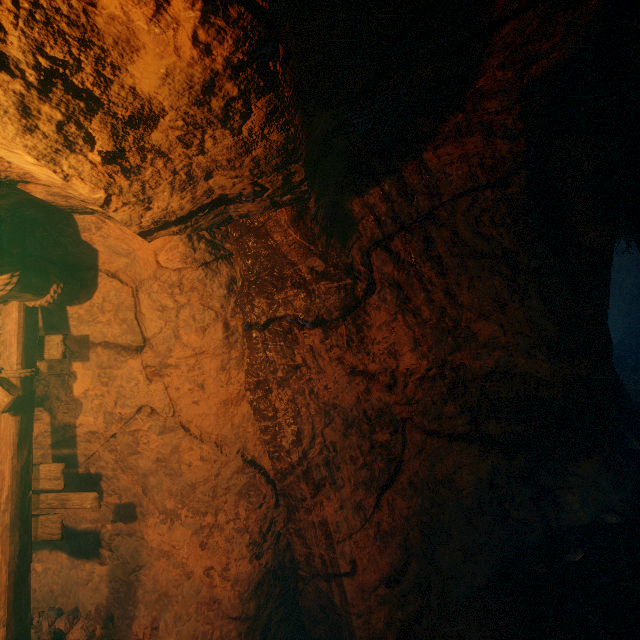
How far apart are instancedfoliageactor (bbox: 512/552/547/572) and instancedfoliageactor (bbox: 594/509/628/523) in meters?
0.9

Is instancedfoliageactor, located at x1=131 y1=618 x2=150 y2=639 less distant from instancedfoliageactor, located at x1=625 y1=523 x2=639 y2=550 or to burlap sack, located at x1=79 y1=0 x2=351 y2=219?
burlap sack, located at x1=79 y1=0 x2=351 y2=219

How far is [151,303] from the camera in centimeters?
342cm

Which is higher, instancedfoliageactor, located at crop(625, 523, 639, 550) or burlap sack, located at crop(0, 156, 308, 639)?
burlap sack, located at crop(0, 156, 308, 639)

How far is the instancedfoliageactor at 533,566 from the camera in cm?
330

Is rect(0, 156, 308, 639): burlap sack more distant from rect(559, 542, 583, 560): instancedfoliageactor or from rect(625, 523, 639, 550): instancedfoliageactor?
rect(625, 523, 639, 550): instancedfoliageactor

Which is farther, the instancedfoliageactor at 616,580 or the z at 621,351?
the z at 621,351

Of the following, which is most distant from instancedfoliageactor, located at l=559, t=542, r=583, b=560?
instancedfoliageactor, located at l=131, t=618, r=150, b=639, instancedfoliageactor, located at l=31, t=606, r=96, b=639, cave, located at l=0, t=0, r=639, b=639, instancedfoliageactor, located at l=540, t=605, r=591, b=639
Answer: instancedfoliageactor, located at l=31, t=606, r=96, b=639
